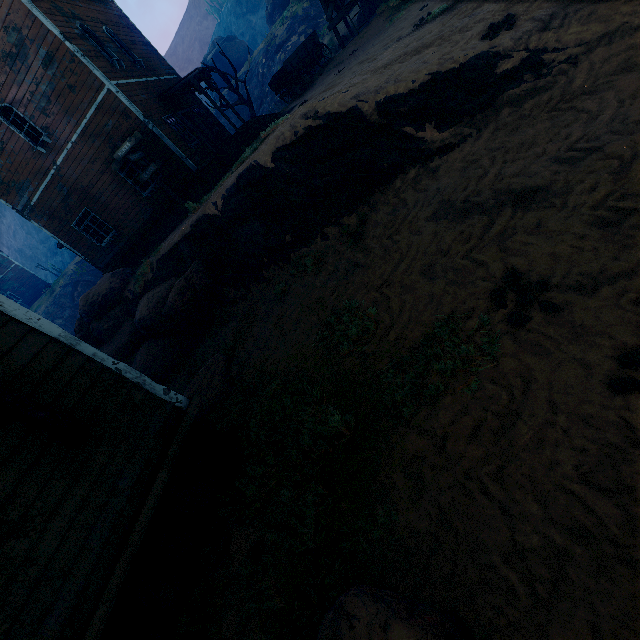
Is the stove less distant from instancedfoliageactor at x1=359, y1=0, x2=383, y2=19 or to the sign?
the sign

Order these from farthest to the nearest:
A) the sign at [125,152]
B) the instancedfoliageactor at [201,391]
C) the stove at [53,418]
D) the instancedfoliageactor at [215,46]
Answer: the instancedfoliageactor at [215,46] → the sign at [125,152] → the instancedfoliageactor at [201,391] → the stove at [53,418]

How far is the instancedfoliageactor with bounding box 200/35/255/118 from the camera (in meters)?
19.23

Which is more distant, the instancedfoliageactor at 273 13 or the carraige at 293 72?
the instancedfoliageactor at 273 13

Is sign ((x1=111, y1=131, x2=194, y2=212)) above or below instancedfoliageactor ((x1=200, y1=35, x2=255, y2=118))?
→ below

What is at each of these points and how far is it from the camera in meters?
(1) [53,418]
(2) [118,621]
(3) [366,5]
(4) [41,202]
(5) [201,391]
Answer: (1) stove, 3.2 m
(2) building, 3.4 m
(3) instancedfoliageactor, 18.8 m
(4) building, 14.9 m
(5) instancedfoliageactor, 6.8 m

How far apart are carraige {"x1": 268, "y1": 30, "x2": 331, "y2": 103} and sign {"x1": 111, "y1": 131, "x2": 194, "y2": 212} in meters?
8.2 m
